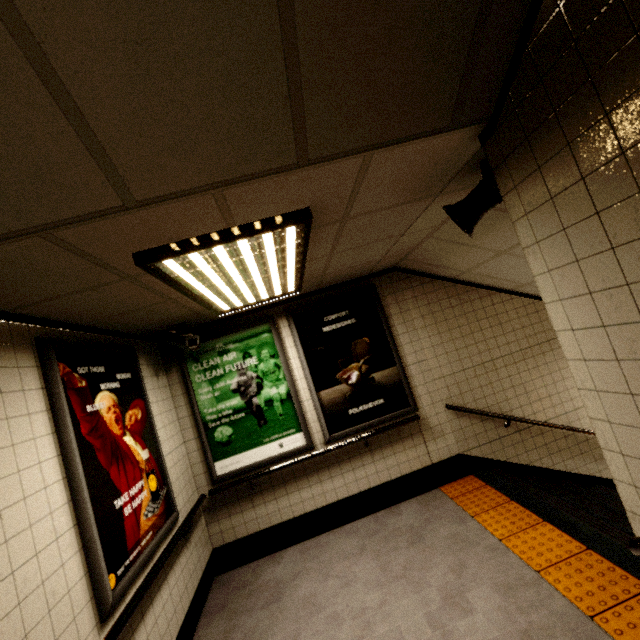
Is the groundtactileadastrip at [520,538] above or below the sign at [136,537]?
below

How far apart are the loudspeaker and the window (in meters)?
2.85

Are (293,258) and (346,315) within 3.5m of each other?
yes

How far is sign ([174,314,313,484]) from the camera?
4.0 meters

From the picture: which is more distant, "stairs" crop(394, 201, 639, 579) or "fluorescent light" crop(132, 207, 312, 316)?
"stairs" crop(394, 201, 639, 579)

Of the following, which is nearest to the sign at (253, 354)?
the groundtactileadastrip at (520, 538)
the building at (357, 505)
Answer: the building at (357, 505)

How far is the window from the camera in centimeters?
359cm

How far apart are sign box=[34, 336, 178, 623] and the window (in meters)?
0.43
